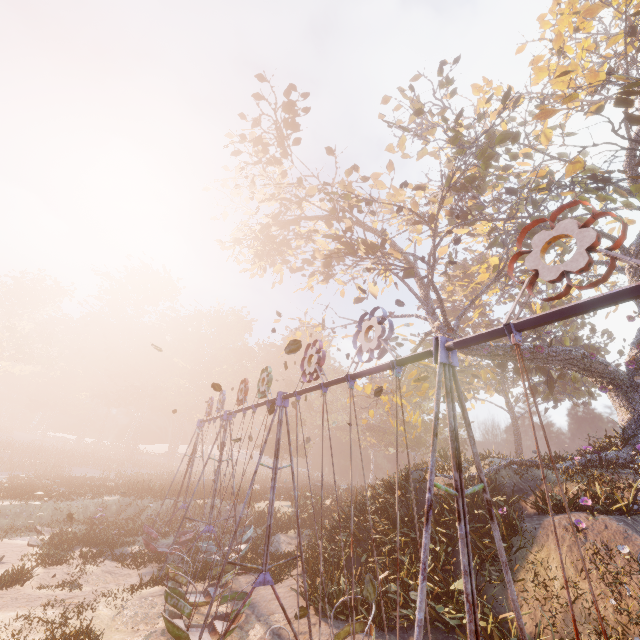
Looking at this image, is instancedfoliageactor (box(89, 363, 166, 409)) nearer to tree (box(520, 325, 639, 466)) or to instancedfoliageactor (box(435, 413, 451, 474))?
tree (box(520, 325, 639, 466))

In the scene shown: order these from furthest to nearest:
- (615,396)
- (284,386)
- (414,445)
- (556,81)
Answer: (284,386), (414,445), (556,81), (615,396)

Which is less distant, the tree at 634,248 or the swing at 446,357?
the swing at 446,357

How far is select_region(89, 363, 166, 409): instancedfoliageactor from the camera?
56.7m

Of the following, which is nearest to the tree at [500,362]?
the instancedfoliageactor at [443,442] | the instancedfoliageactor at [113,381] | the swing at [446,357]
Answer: the instancedfoliageactor at [443,442]

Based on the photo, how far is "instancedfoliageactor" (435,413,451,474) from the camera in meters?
15.4 m

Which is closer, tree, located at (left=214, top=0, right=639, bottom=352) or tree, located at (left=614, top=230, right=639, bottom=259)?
tree, located at (left=214, top=0, right=639, bottom=352)

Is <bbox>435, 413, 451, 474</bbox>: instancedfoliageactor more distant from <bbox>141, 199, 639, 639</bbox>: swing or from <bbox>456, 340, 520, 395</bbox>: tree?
<bbox>141, 199, 639, 639</bbox>: swing
